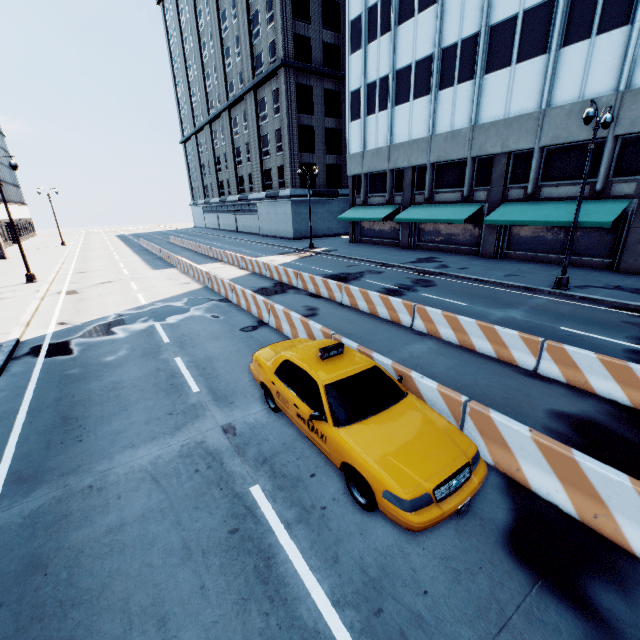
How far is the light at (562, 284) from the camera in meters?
12.3

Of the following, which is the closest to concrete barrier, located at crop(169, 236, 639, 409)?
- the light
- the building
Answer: the light

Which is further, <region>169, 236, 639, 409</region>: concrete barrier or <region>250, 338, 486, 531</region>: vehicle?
<region>169, 236, 639, 409</region>: concrete barrier

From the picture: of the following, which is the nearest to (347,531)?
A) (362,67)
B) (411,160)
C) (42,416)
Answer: (42,416)

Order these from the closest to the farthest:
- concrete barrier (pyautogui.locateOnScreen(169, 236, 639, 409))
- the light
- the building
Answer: concrete barrier (pyautogui.locateOnScreen(169, 236, 639, 409)), the light, the building

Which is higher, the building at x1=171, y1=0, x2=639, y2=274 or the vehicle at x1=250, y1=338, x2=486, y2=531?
the building at x1=171, y1=0, x2=639, y2=274

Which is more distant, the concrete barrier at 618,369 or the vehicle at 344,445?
the concrete barrier at 618,369
